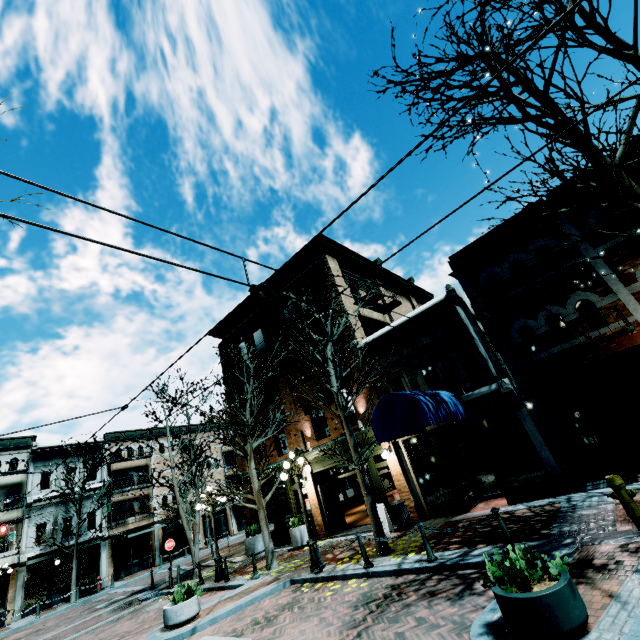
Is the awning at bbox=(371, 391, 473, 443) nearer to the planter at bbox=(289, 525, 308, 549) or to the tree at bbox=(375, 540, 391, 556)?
the tree at bbox=(375, 540, 391, 556)

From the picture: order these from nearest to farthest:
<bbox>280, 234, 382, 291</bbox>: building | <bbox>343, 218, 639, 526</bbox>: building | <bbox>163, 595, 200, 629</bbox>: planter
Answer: <bbox>163, 595, 200, 629</bbox>: planter
<bbox>343, 218, 639, 526</bbox>: building
<bbox>280, 234, 382, 291</bbox>: building

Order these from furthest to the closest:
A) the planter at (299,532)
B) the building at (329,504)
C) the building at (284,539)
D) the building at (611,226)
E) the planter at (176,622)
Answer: the building at (284,539) → the building at (329,504) → the planter at (299,532) → the building at (611,226) → the planter at (176,622)

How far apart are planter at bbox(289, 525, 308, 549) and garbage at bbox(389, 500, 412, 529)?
4.8m

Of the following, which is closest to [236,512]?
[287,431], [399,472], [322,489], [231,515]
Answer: [231,515]

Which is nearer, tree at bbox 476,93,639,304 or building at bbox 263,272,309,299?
tree at bbox 476,93,639,304

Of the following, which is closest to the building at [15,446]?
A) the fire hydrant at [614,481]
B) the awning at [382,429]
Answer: the awning at [382,429]
